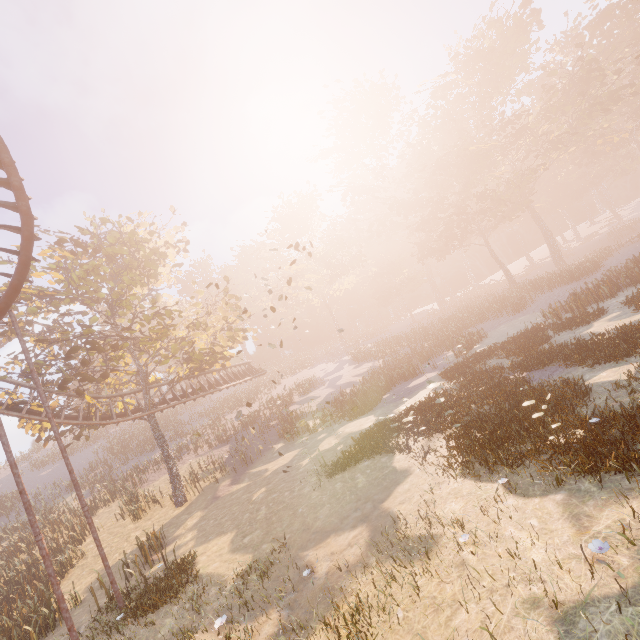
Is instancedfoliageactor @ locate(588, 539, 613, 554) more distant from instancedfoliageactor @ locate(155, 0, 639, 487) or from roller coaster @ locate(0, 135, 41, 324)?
roller coaster @ locate(0, 135, 41, 324)

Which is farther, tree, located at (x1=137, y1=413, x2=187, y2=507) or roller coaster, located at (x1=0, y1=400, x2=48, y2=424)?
tree, located at (x1=137, y1=413, x2=187, y2=507)

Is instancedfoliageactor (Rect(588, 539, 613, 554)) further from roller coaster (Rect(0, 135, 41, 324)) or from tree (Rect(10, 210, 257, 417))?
tree (Rect(10, 210, 257, 417))

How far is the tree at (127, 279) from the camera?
18.2m

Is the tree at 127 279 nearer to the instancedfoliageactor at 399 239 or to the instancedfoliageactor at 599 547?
the instancedfoliageactor at 399 239

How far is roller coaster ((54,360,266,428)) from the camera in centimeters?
1959cm

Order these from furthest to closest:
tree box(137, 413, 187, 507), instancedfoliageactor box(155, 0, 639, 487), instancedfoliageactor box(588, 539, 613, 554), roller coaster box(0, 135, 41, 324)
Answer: tree box(137, 413, 187, 507)
roller coaster box(0, 135, 41, 324)
instancedfoliageactor box(155, 0, 639, 487)
instancedfoliageactor box(588, 539, 613, 554)

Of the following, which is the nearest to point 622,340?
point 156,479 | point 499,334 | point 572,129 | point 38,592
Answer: point 499,334
